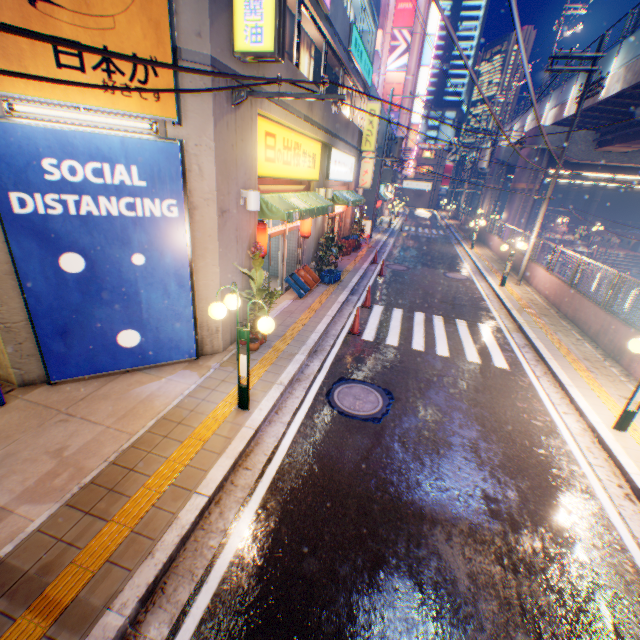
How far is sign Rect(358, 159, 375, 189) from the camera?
26.7 meters

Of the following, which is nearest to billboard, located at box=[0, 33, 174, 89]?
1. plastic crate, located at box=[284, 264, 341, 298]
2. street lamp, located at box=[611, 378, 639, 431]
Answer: plastic crate, located at box=[284, 264, 341, 298]

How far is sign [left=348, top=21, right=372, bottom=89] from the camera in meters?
12.9

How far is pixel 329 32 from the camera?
10.58m

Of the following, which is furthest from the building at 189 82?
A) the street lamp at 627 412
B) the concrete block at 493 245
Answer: the concrete block at 493 245

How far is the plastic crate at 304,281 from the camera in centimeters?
1162cm

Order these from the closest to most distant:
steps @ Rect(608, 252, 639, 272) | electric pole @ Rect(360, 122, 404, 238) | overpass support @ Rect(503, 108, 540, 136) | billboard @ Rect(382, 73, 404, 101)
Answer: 1. electric pole @ Rect(360, 122, 404, 238)
2. overpass support @ Rect(503, 108, 540, 136)
3. steps @ Rect(608, 252, 639, 272)
4. billboard @ Rect(382, 73, 404, 101)

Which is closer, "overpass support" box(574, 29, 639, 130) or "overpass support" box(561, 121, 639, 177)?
"overpass support" box(574, 29, 639, 130)
